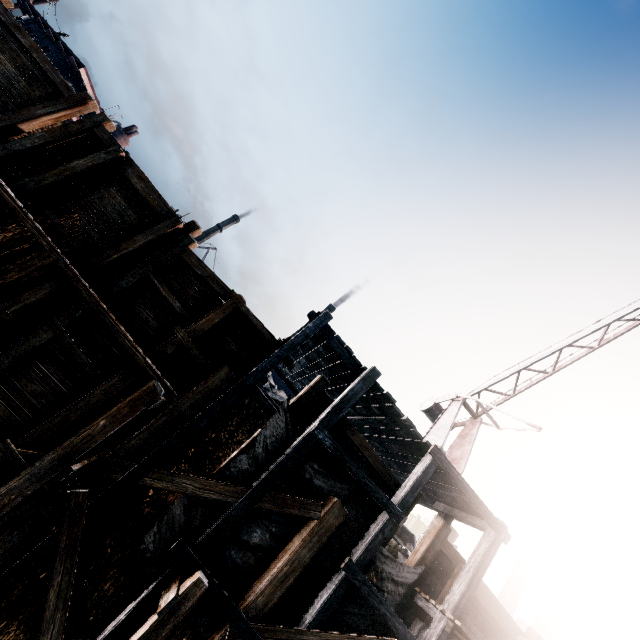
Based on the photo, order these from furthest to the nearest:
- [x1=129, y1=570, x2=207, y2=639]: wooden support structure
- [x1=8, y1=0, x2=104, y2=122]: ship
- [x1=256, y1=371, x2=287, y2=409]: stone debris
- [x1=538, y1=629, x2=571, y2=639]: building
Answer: [x1=538, y1=629, x2=571, y2=639]: building, [x1=8, y1=0, x2=104, y2=122]: ship, [x1=256, y1=371, x2=287, y2=409]: stone debris, [x1=129, y1=570, x2=207, y2=639]: wooden support structure

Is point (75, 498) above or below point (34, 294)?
below

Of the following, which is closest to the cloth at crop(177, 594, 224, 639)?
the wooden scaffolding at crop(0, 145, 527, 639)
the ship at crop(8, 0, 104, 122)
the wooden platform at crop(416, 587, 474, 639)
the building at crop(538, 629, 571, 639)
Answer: Answer: the wooden scaffolding at crop(0, 145, 527, 639)

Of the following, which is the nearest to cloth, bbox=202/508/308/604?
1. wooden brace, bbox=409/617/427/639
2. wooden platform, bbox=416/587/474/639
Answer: wooden platform, bbox=416/587/474/639

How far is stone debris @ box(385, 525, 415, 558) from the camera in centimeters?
1214cm

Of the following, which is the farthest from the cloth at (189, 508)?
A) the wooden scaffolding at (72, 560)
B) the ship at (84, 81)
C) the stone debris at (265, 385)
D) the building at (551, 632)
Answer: the building at (551, 632)

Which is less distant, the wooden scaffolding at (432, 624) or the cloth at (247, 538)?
the cloth at (247, 538)

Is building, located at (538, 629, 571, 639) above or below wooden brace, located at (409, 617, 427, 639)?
above
